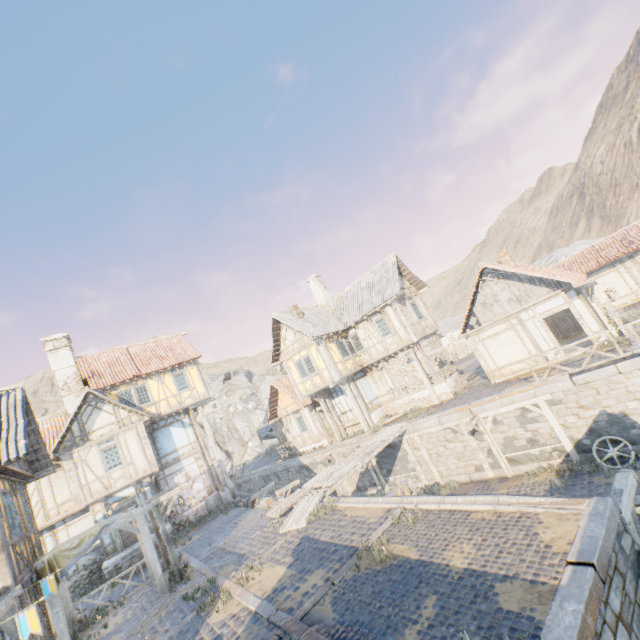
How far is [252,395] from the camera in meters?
59.2

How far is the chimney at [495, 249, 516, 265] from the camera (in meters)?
18.08

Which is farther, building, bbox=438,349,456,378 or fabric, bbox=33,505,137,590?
building, bbox=438,349,456,378

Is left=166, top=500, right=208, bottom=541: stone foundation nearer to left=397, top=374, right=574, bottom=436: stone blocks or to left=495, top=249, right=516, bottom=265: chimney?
left=397, top=374, right=574, bottom=436: stone blocks

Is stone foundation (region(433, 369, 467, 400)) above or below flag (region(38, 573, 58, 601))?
below

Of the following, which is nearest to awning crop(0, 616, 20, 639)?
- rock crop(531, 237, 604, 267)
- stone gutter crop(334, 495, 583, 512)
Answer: stone gutter crop(334, 495, 583, 512)

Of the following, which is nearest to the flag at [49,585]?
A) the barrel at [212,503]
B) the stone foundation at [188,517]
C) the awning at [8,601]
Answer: the awning at [8,601]

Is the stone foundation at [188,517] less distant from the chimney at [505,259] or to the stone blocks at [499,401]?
the stone blocks at [499,401]
